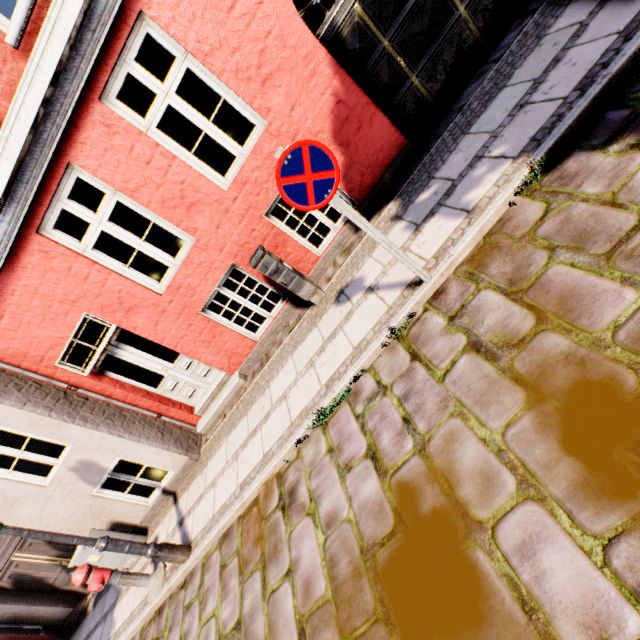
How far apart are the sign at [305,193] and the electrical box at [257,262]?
2.0m

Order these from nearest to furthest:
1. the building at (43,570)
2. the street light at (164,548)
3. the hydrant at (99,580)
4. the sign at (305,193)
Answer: the sign at (305,193) < the street light at (164,548) < the hydrant at (99,580) < the building at (43,570)

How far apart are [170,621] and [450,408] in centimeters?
507cm

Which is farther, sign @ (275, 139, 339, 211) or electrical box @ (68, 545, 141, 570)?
electrical box @ (68, 545, 141, 570)

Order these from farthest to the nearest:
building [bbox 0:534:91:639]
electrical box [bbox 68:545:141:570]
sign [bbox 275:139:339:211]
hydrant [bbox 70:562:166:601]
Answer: building [bbox 0:534:91:639] → electrical box [bbox 68:545:141:570] → hydrant [bbox 70:562:166:601] → sign [bbox 275:139:339:211]

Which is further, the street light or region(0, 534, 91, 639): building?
region(0, 534, 91, 639): building

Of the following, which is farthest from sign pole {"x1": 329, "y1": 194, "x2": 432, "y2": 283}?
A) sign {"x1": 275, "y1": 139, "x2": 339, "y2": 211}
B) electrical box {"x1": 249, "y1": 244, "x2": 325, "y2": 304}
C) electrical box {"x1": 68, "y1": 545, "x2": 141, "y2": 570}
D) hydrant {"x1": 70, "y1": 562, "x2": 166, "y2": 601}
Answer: electrical box {"x1": 68, "y1": 545, "x2": 141, "y2": 570}

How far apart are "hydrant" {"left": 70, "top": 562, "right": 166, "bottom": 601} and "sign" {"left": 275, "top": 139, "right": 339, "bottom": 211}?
5.8 meters
